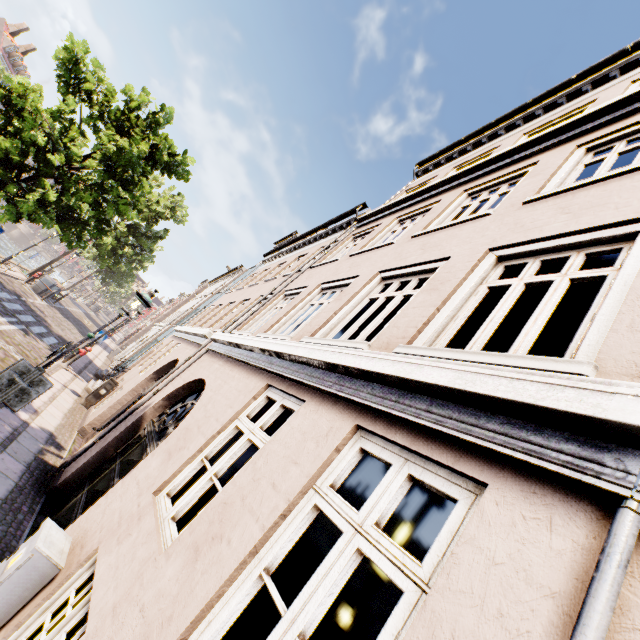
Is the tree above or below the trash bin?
above

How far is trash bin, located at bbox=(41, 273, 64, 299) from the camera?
22.28m

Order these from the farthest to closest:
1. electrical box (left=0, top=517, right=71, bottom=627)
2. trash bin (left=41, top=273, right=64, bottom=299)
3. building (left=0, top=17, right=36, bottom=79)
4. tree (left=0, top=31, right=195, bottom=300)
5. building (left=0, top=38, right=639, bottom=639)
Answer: building (left=0, top=17, right=36, bottom=79)
trash bin (left=41, top=273, right=64, bottom=299)
tree (left=0, top=31, right=195, bottom=300)
electrical box (left=0, top=517, right=71, bottom=627)
building (left=0, top=38, right=639, bottom=639)

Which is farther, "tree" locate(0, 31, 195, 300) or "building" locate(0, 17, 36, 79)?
"building" locate(0, 17, 36, 79)

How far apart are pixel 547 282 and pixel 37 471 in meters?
9.1 m

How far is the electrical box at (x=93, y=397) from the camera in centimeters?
1173cm

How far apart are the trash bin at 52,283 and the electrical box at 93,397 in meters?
15.4

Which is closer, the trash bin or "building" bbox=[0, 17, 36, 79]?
the trash bin
